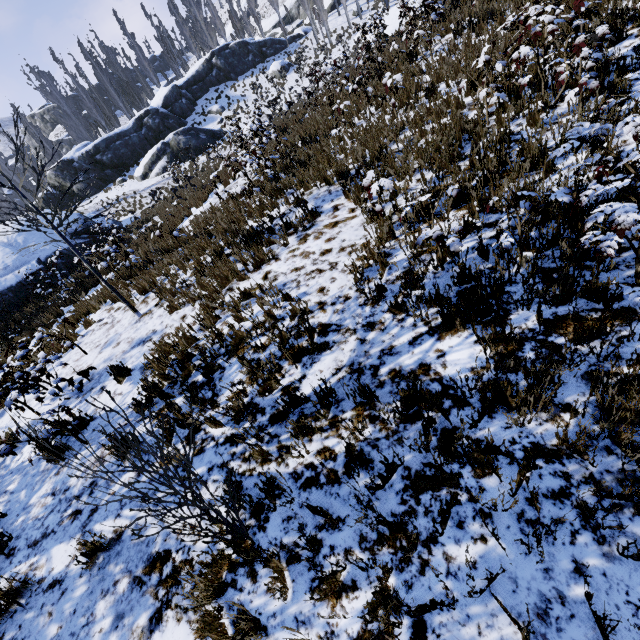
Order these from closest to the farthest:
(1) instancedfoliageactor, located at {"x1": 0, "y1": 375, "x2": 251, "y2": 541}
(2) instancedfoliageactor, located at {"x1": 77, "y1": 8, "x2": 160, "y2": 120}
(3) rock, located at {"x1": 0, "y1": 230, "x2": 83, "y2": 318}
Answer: (1) instancedfoliageactor, located at {"x1": 0, "y1": 375, "x2": 251, "y2": 541}
(3) rock, located at {"x1": 0, "y1": 230, "x2": 83, "y2": 318}
(2) instancedfoliageactor, located at {"x1": 77, "y1": 8, "x2": 160, "y2": 120}

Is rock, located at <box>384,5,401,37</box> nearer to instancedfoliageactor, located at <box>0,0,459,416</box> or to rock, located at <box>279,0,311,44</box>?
instancedfoliageactor, located at <box>0,0,459,416</box>

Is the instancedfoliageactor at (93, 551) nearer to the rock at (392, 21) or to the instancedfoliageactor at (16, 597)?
the instancedfoliageactor at (16, 597)

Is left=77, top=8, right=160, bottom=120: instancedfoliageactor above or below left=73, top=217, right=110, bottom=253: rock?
above

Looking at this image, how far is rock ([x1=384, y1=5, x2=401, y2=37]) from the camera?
28.41m

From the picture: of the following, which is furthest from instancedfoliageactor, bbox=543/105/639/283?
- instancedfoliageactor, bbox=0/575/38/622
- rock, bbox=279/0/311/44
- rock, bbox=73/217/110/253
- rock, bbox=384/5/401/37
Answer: instancedfoliageactor, bbox=0/575/38/622

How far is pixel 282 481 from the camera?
3.1 meters

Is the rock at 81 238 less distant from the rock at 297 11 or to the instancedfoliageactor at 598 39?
the instancedfoliageactor at 598 39
